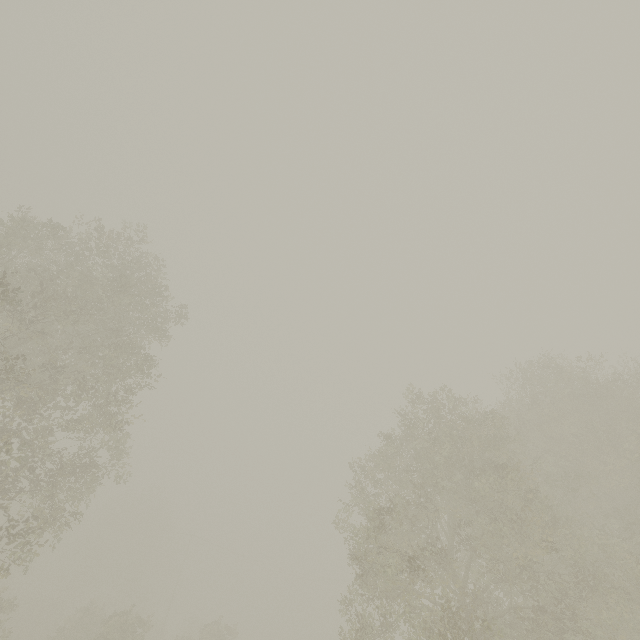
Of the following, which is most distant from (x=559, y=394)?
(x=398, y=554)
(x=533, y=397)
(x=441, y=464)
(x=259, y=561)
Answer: (x=259, y=561)
